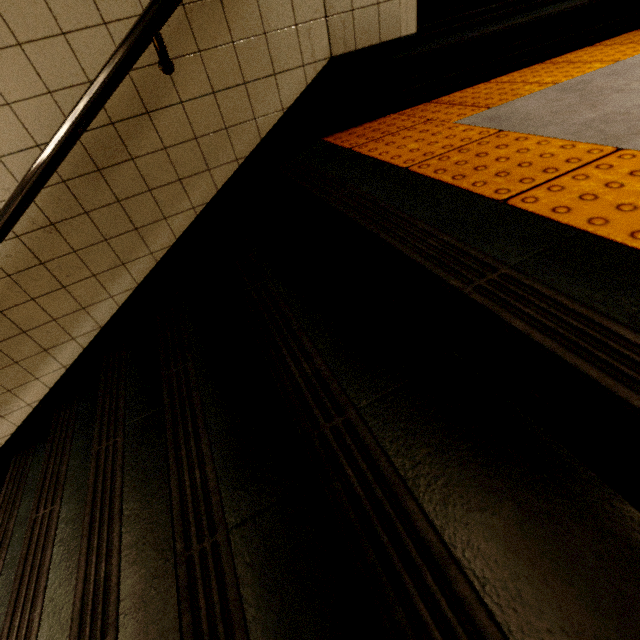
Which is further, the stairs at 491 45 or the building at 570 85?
the stairs at 491 45

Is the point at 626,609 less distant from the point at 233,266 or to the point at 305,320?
the point at 305,320

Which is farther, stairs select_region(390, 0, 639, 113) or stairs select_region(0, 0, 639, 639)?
stairs select_region(390, 0, 639, 113)

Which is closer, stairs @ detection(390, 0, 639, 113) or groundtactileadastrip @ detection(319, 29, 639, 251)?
groundtactileadastrip @ detection(319, 29, 639, 251)

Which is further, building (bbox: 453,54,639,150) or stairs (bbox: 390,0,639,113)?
stairs (bbox: 390,0,639,113)

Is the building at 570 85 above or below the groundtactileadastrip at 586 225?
below

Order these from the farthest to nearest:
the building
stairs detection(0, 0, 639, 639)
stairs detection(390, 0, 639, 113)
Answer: stairs detection(390, 0, 639, 113), the building, stairs detection(0, 0, 639, 639)

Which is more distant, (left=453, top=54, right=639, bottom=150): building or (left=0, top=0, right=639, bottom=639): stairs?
(left=453, top=54, right=639, bottom=150): building
